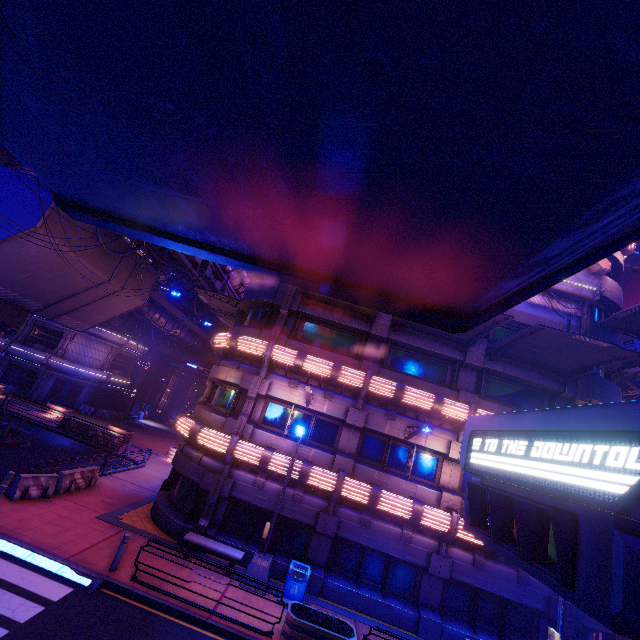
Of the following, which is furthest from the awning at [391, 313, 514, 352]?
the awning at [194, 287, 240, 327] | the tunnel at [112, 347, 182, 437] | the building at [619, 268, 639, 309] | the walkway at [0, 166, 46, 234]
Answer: the building at [619, 268, 639, 309]

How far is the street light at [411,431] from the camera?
12.46m

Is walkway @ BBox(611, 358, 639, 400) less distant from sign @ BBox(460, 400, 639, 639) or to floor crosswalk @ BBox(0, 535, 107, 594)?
sign @ BBox(460, 400, 639, 639)

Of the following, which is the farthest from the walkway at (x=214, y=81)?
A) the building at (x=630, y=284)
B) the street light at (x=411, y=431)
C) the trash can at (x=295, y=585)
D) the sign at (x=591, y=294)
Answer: the building at (x=630, y=284)

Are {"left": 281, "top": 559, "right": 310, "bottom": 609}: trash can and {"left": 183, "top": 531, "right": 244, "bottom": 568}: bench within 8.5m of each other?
yes

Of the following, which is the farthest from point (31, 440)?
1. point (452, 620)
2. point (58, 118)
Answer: point (58, 118)

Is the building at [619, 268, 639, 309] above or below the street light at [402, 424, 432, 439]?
above

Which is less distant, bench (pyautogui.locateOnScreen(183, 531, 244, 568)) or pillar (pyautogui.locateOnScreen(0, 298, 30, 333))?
bench (pyautogui.locateOnScreen(183, 531, 244, 568))
